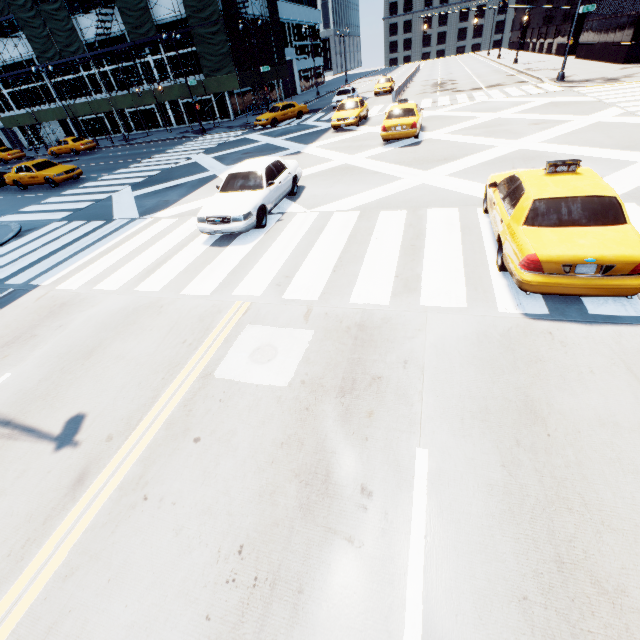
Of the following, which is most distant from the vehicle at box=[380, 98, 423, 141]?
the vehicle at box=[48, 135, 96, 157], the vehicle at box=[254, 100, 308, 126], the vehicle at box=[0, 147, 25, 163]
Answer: the vehicle at box=[0, 147, 25, 163]

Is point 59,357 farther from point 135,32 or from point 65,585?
point 135,32

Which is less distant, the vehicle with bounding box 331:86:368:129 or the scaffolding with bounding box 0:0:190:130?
the vehicle with bounding box 331:86:368:129

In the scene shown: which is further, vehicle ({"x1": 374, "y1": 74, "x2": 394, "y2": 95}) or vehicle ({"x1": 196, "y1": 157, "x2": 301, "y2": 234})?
vehicle ({"x1": 374, "y1": 74, "x2": 394, "y2": 95})

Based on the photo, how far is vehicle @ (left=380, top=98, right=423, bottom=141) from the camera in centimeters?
1531cm

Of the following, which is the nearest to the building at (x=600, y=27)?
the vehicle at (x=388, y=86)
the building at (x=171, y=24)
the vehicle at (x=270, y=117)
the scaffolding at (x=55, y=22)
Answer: the vehicle at (x=388, y=86)

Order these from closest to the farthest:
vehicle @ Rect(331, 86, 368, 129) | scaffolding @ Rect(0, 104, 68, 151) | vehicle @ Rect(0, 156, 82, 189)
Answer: vehicle @ Rect(0, 156, 82, 189) < vehicle @ Rect(331, 86, 368, 129) < scaffolding @ Rect(0, 104, 68, 151)

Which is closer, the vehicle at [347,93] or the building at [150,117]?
the vehicle at [347,93]
